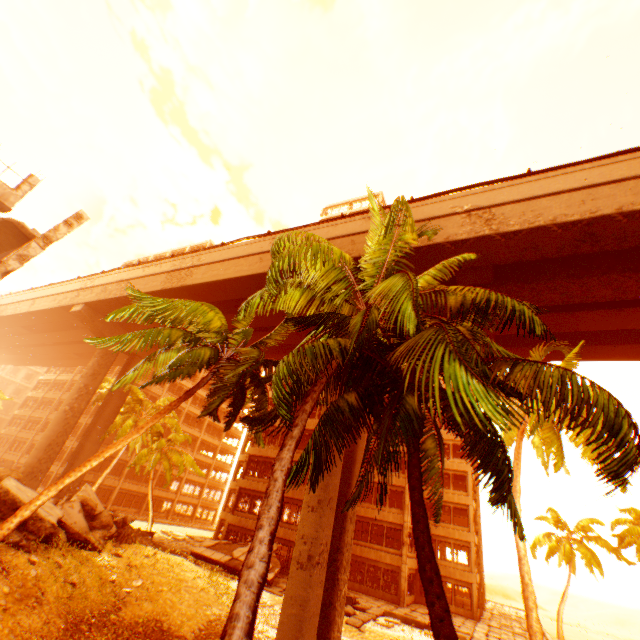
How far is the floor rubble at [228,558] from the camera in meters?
23.1 m

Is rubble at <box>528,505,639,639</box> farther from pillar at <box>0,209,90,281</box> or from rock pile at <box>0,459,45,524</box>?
pillar at <box>0,209,90,281</box>

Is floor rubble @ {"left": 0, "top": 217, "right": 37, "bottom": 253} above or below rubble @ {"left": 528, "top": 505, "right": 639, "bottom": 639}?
above

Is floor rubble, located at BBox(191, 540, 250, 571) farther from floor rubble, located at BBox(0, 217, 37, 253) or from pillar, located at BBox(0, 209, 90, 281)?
floor rubble, located at BBox(0, 217, 37, 253)

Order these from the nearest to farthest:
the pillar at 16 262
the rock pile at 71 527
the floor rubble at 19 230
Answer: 1. the rock pile at 71 527
2. the pillar at 16 262
3. the floor rubble at 19 230

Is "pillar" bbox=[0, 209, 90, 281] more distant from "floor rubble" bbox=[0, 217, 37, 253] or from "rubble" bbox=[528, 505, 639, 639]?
"rubble" bbox=[528, 505, 639, 639]

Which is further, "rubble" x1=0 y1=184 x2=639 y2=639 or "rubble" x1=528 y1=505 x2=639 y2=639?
"rubble" x1=528 y1=505 x2=639 y2=639

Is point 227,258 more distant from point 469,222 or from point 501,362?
point 501,362
